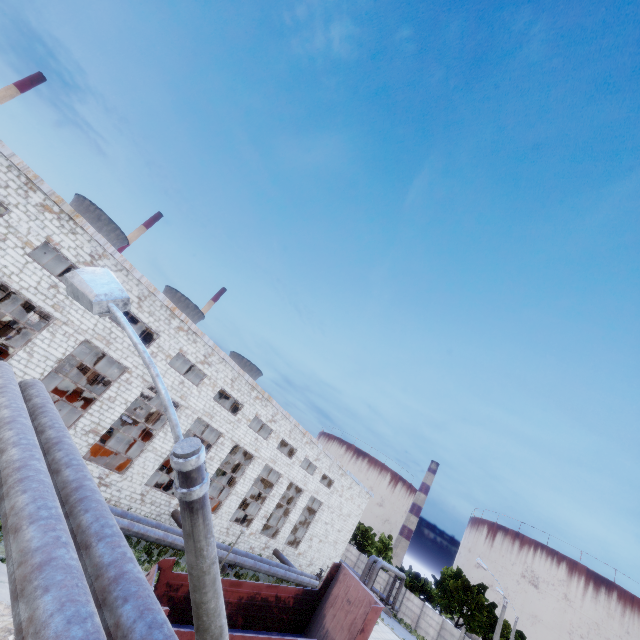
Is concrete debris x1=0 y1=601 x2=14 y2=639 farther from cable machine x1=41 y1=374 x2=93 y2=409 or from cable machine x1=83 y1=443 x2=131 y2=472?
cable machine x1=41 y1=374 x2=93 y2=409

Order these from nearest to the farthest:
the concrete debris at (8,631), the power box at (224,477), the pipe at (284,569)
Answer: the concrete debris at (8,631) → the pipe at (284,569) → the power box at (224,477)

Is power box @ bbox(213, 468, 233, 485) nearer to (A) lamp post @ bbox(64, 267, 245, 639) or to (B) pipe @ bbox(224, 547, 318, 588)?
(B) pipe @ bbox(224, 547, 318, 588)

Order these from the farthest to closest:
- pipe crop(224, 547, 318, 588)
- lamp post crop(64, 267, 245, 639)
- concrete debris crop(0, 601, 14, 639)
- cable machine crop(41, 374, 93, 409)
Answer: cable machine crop(41, 374, 93, 409), pipe crop(224, 547, 318, 588), concrete debris crop(0, 601, 14, 639), lamp post crop(64, 267, 245, 639)

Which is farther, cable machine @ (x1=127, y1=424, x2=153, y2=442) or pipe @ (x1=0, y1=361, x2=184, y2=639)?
cable machine @ (x1=127, y1=424, x2=153, y2=442)

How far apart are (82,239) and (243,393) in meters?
14.7 m

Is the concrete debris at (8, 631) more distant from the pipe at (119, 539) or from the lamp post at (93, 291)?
the lamp post at (93, 291)

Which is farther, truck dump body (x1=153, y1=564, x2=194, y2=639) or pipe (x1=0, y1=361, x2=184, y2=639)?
truck dump body (x1=153, y1=564, x2=194, y2=639)
